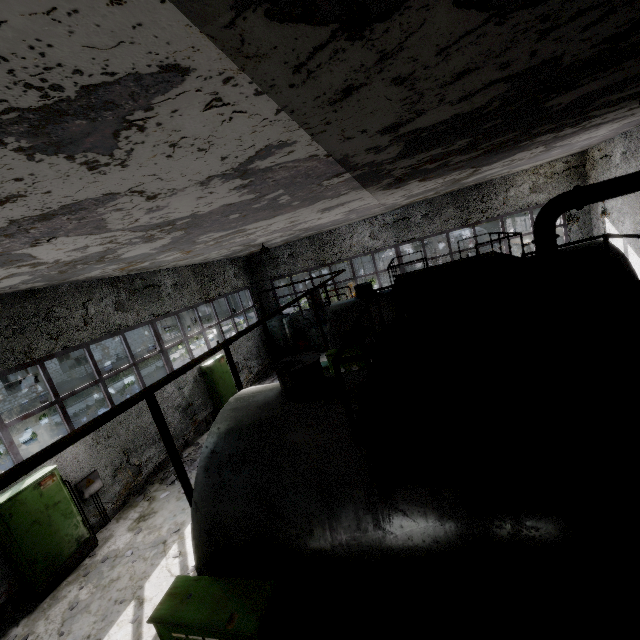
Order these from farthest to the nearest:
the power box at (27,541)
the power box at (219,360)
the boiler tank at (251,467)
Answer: the power box at (219,360)
the power box at (27,541)
the boiler tank at (251,467)

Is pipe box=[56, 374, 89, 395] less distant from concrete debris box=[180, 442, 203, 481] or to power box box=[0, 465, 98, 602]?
power box box=[0, 465, 98, 602]

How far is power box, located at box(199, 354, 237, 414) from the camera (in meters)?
14.16

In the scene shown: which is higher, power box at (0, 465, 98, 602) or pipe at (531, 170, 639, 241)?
pipe at (531, 170, 639, 241)

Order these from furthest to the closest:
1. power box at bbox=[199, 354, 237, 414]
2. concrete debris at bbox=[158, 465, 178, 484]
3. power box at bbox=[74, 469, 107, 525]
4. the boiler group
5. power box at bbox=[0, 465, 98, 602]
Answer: the boiler group, power box at bbox=[199, 354, 237, 414], concrete debris at bbox=[158, 465, 178, 484], power box at bbox=[74, 469, 107, 525], power box at bbox=[0, 465, 98, 602]

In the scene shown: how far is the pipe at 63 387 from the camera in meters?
26.3 m

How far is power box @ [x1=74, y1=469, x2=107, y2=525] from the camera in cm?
874

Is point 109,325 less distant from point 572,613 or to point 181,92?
point 181,92
